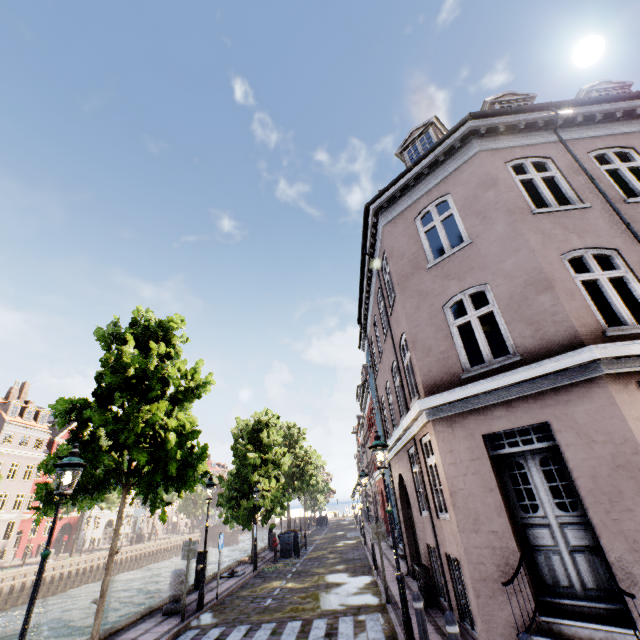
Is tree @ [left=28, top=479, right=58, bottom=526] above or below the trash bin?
above

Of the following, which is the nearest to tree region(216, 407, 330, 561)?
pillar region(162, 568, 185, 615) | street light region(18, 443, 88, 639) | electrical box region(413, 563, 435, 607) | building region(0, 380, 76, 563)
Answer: street light region(18, 443, 88, 639)

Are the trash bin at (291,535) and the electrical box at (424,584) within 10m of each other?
no

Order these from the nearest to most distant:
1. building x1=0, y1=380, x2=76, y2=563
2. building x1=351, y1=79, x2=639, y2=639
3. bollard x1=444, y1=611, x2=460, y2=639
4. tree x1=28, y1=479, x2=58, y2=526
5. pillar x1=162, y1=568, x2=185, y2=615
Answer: bollard x1=444, y1=611, x2=460, y2=639, building x1=351, y1=79, x2=639, y2=639, tree x1=28, y1=479, x2=58, y2=526, pillar x1=162, y1=568, x2=185, y2=615, building x1=0, y1=380, x2=76, y2=563

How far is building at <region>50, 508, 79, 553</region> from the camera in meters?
40.6

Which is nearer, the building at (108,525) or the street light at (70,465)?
the street light at (70,465)

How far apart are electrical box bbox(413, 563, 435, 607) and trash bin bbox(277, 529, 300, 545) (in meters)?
13.38

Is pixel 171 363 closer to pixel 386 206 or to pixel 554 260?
pixel 386 206
